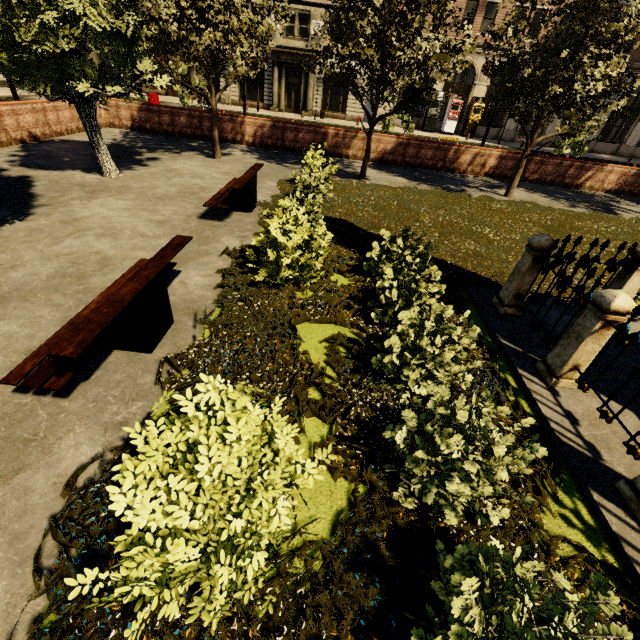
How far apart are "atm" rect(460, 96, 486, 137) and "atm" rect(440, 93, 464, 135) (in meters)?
0.90

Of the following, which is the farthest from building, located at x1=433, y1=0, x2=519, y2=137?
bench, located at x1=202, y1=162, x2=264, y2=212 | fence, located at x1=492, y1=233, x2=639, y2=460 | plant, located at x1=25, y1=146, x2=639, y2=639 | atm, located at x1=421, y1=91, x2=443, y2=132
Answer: fence, located at x1=492, y1=233, x2=639, y2=460

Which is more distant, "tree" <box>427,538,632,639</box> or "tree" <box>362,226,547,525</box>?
"tree" <box>362,226,547,525</box>

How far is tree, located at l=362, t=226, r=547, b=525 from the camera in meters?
2.6

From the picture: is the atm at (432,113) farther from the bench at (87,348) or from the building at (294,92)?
the bench at (87,348)

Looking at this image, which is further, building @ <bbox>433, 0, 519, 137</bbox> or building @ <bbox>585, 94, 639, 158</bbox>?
building @ <bbox>585, 94, 639, 158</bbox>

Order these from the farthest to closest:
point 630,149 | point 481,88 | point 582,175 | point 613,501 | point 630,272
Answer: point 630,149 → point 481,88 → point 582,175 → point 630,272 → point 613,501

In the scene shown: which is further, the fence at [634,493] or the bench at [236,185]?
the bench at [236,185]
